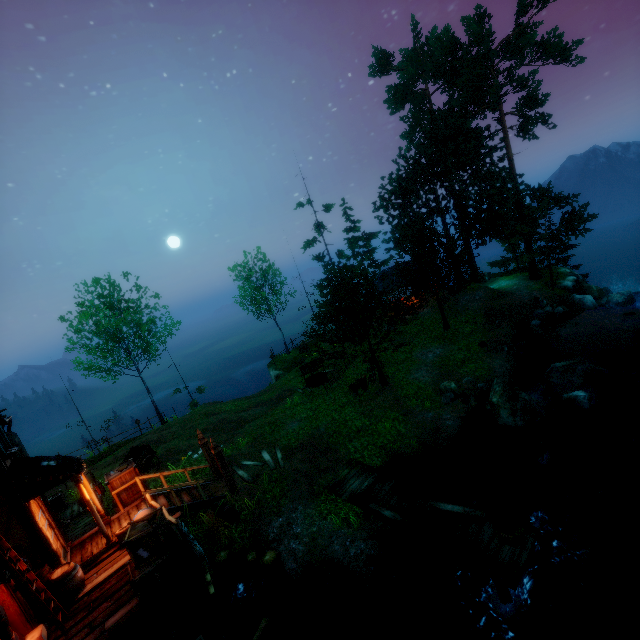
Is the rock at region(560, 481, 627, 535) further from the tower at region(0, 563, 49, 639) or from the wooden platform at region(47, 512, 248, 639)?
the tower at region(0, 563, 49, 639)

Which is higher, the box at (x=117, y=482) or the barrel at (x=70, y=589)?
the box at (x=117, y=482)

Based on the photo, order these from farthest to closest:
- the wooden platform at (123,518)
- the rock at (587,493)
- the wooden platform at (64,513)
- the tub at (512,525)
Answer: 1. the wooden platform at (64,513)
2. the wooden platform at (123,518)
3. the rock at (587,493)
4. the tub at (512,525)

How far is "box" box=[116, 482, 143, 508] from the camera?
12.06m

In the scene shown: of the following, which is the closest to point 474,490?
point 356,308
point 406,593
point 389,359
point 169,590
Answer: point 406,593

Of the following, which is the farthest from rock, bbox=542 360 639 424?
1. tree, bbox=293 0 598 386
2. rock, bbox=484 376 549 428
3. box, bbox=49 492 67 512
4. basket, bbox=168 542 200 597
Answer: box, bbox=49 492 67 512

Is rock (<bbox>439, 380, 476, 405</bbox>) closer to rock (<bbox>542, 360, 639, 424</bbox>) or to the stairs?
rock (<bbox>542, 360, 639, 424</bbox>)

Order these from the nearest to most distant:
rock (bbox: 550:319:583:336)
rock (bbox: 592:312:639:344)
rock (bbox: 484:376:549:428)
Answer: rock (bbox: 484:376:549:428) → rock (bbox: 592:312:639:344) → rock (bbox: 550:319:583:336)
